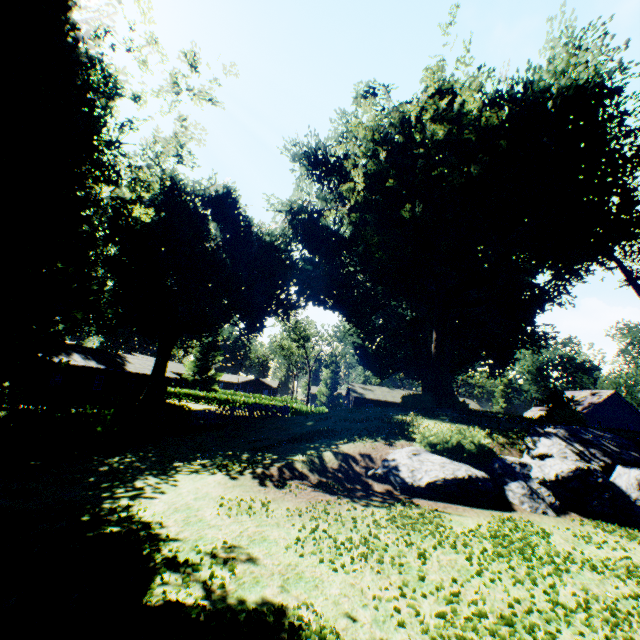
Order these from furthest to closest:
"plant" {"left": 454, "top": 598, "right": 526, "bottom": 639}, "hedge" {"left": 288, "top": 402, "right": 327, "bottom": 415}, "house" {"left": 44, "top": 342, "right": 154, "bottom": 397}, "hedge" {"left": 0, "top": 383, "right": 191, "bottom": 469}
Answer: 1. "hedge" {"left": 288, "top": 402, "right": 327, "bottom": 415}
2. "house" {"left": 44, "top": 342, "right": 154, "bottom": 397}
3. "hedge" {"left": 0, "top": 383, "right": 191, "bottom": 469}
4. "plant" {"left": 454, "top": 598, "right": 526, "bottom": 639}

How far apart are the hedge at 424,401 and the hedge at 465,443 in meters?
8.5

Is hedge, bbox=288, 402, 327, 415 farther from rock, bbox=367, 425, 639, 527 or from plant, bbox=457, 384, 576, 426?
rock, bbox=367, 425, 639, 527

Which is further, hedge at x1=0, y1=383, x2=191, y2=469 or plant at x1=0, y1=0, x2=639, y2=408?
plant at x1=0, y1=0, x2=639, y2=408

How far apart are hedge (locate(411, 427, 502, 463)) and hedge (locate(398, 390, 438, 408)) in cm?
846

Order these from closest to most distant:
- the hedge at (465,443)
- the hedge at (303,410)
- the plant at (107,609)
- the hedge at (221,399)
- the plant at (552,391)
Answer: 1. the plant at (107,609)
2. the hedge at (465,443)
3. the plant at (552,391)
4. the hedge at (303,410)
5. the hedge at (221,399)

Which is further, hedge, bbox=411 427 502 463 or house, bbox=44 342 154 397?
house, bbox=44 342 154 397

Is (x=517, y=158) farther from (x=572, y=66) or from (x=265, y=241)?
(x=265, y=241)
